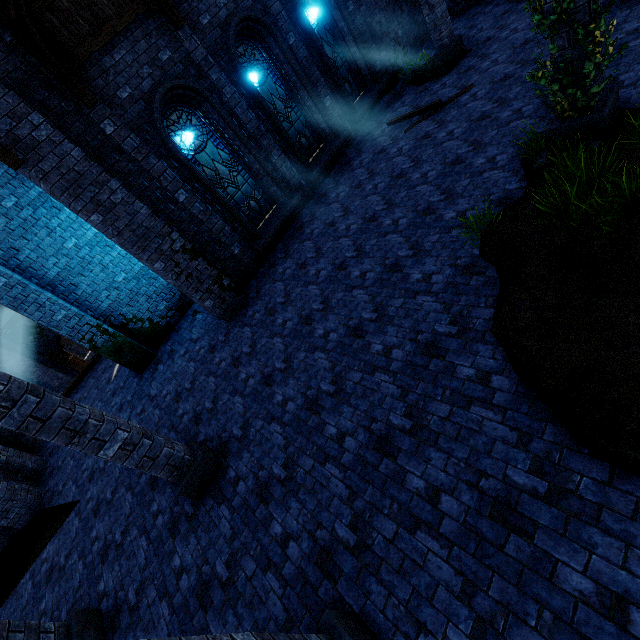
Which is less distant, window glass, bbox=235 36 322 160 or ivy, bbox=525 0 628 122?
ivy, bbox=525 0 628 122

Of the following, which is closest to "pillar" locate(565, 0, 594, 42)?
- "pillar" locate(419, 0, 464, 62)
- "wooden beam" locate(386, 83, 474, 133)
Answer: "wooden beam" locate(386, 83, 474, 133)

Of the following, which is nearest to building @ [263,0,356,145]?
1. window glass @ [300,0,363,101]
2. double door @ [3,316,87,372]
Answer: double door @ [3,316,87,372]

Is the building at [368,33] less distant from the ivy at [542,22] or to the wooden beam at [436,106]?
the ivy at [542,22]

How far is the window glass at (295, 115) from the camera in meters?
9.3

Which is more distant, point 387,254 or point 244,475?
point 387,254

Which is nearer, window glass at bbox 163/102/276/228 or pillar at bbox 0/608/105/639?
pillar at bbox 0/608/105/639

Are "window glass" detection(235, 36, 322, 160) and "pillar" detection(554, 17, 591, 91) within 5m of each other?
no
